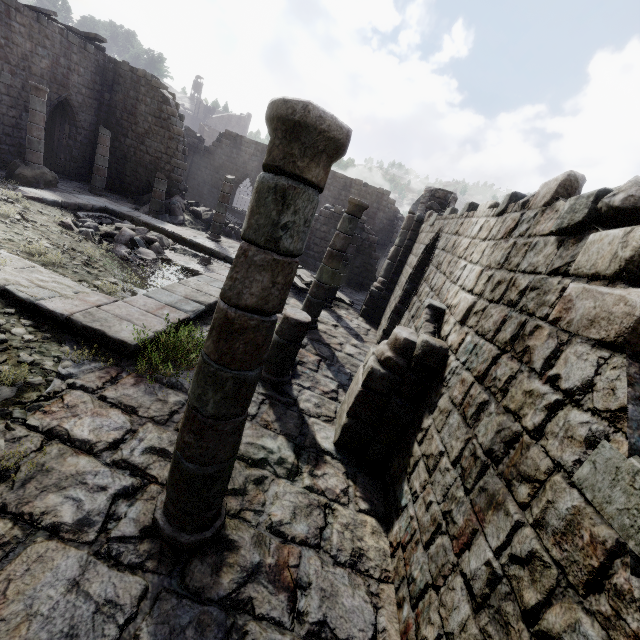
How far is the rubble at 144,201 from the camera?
16.8 meters

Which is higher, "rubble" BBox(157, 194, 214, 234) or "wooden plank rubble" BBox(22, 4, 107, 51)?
"wooden plank rubble" BBox(22, 4, 107, 51)

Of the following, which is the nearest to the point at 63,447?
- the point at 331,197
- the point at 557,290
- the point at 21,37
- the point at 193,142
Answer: the point at 557,290

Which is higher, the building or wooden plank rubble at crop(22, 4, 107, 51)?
wooden plank rubble at crop(22, 4, 107, 51)

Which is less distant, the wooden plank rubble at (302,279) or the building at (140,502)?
the building at (140,502)

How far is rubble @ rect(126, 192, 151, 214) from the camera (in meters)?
16.80

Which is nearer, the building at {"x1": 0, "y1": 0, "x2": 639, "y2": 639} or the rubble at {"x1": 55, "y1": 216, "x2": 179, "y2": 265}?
the building at {"x1": 0, "y1": 0, "x2": 639, "y2": 639}

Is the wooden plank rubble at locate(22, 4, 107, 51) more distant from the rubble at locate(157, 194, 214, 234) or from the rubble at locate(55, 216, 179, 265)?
the rubble at locate(55, 216, 179, 265)
